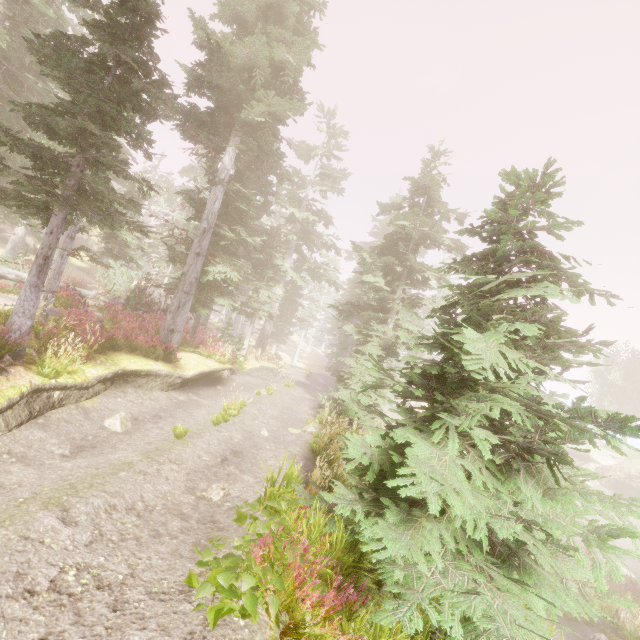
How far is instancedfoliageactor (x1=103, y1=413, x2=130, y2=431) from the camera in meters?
8.9

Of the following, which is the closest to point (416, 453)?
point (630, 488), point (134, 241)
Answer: point (134, 241)

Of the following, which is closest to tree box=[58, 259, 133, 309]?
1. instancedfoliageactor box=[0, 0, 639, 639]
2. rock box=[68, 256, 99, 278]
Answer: instancedfoliageactor box=[0, 0, 639, 639]

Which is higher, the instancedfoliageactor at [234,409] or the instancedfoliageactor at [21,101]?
the instancedfoliageactor at [21,101]

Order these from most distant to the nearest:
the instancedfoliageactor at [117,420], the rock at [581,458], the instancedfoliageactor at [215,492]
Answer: the rock at [581,458] < the instancedfoliageactor at [117,420] < the instancedfoliageactor at [215,492]

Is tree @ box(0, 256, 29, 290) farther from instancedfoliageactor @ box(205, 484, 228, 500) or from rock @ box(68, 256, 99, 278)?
rock @ box(68, 256, 99, 278)

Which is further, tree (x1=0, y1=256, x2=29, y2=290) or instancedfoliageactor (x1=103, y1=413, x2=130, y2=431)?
tree (x1=0, y1=256, x2=29, y2=290)
